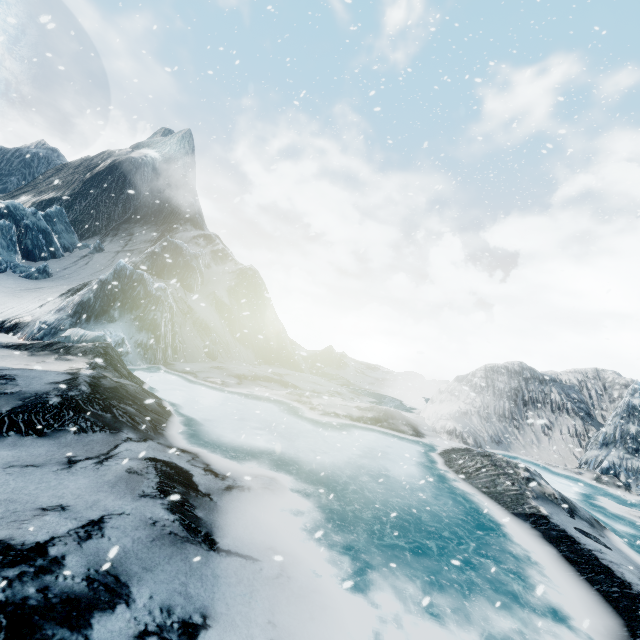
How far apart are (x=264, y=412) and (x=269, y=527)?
9.3m
